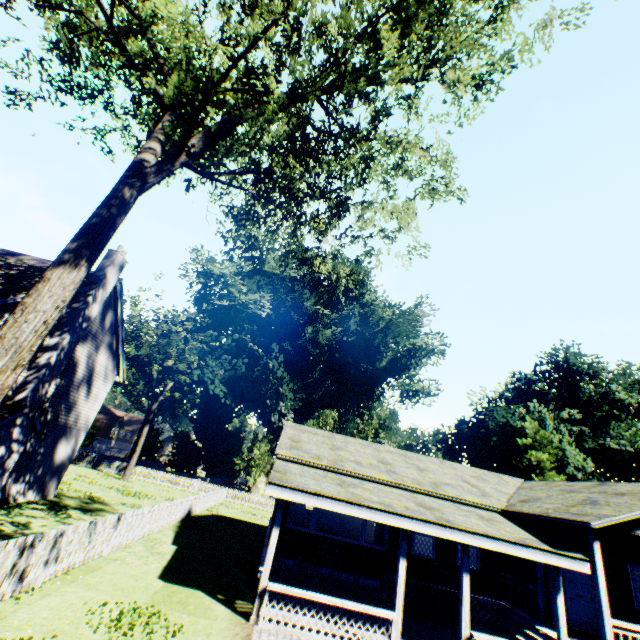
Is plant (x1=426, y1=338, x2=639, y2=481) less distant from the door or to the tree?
the tree

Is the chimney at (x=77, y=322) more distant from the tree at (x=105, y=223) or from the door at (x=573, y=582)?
the door at (x=573, y=582)

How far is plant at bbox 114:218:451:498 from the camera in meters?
36.6 m

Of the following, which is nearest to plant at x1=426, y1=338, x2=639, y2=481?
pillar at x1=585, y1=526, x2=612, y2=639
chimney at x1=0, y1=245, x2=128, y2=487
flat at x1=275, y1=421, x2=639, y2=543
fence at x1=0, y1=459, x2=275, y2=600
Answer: fence at x1=0, y1=459, x2=275, y2=600

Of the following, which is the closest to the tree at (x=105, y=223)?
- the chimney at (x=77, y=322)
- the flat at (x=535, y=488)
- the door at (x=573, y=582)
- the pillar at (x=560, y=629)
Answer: the chimney at (x=77, y=322)

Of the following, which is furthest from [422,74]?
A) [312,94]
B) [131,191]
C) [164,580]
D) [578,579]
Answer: [578,579]

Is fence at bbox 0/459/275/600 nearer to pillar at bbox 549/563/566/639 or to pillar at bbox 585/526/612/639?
pillar at bbox 585/526/612/639

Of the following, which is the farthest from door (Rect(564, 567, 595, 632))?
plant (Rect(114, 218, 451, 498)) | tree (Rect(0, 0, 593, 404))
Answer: plant (Rect(114, 218, 451, 498))
